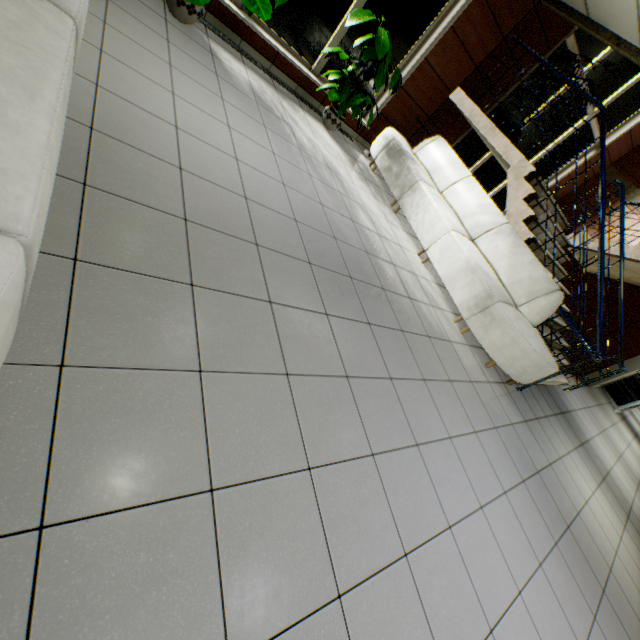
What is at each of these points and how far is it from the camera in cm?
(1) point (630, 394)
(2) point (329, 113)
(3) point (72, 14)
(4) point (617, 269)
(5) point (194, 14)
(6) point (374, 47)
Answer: (1) doorway, 930
(2) flower pot, 499
(3) sofa, 128
(4) stairs, 732
(5) flower pot, 349
(6) plant, 435

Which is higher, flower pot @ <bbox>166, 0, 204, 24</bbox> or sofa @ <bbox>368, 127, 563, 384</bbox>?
sofa @ <bbox>368, 127, 563, 384</bbox>

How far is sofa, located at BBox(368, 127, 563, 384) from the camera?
3.8 meters

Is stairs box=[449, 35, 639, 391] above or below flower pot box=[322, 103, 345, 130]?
above

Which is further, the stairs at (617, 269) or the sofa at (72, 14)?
the stairs at (617, 269)

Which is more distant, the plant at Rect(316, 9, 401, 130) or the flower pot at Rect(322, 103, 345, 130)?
the flower pot at Rect(322, 103, 345, 130)

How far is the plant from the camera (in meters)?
4.12

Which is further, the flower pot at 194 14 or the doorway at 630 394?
the doorway at 630 394
